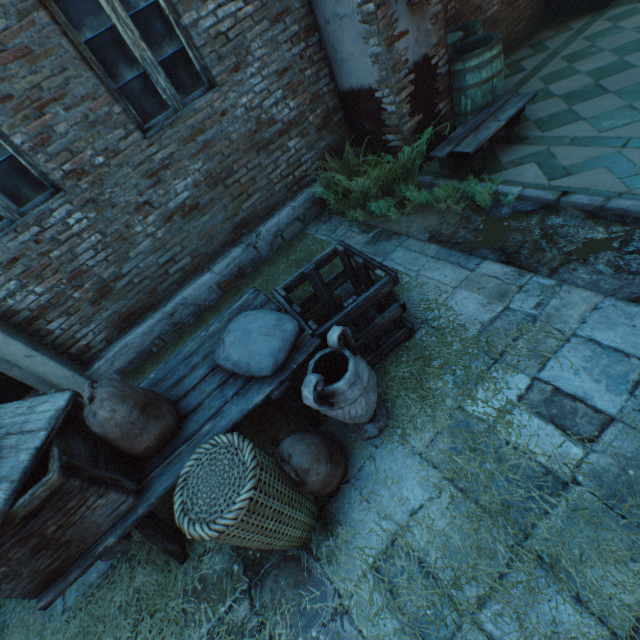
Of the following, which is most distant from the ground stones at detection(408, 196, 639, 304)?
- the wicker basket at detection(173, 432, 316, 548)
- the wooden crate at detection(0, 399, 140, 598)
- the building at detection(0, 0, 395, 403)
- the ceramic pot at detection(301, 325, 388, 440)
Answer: the wooden crate at detection(0, 399, 140, 598)

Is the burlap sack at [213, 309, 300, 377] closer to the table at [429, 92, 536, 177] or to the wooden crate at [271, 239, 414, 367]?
the wooden crate at [271, 239, 414, 367]

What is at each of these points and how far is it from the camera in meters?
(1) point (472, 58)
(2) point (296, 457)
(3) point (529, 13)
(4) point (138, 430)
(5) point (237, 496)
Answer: (1) barrel, 3.9 m
(2) burlap sack, 2.0 m
(3) building, 5.9 m
(4) burlap sack, 2.0 m
(5) wicker basket, 1.5 m

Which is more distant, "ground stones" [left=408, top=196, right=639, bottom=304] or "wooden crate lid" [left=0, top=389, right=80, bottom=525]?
"ground stones" [left=408, top=196, right=639, bottom=304]

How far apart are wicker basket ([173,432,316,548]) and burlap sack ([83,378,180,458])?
0.4 meters

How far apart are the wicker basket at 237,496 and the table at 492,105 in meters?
3.7 m

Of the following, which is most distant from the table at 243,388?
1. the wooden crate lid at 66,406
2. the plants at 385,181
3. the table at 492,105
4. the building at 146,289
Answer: the table at 492,105

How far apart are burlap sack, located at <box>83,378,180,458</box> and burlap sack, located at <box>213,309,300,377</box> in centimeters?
42cm
